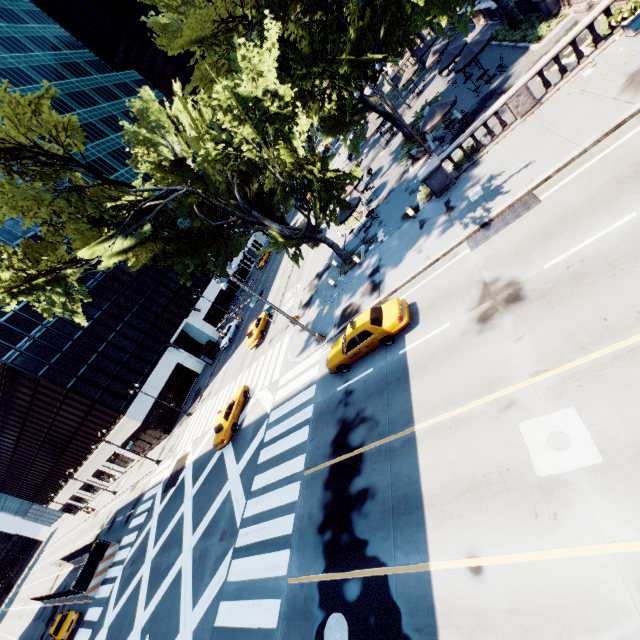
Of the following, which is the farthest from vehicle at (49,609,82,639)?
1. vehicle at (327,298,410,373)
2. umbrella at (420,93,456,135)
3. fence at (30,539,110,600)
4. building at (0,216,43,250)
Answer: umbrella at (420,93,456,135)

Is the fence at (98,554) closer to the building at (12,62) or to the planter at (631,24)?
the building at (12,62)

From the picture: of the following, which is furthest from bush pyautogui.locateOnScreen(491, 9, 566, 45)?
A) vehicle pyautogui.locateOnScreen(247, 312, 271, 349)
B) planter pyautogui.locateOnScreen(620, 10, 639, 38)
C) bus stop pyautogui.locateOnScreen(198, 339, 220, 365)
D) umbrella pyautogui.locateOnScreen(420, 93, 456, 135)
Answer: vehicle pyautogui.locateOnScreen(247, 312, 271, 349)

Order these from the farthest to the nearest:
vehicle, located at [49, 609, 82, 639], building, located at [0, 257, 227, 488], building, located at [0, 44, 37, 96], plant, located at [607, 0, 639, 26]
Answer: building, located at [0, 44, 37, 96], building, located at [0, 257, 227, 488], vehicle, located at [49, 609, 82, 639], plant, located at [607, 0, 639, 26]

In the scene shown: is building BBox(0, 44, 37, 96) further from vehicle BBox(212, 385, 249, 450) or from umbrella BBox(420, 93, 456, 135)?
umbrella BBox(420, 93, 456, 135)

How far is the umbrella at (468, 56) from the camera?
21.8m

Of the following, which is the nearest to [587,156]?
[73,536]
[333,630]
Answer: [333,630]

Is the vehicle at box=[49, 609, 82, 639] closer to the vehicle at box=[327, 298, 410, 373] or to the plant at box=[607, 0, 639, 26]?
the vehicle at box=[327, 298, 410, 373]
